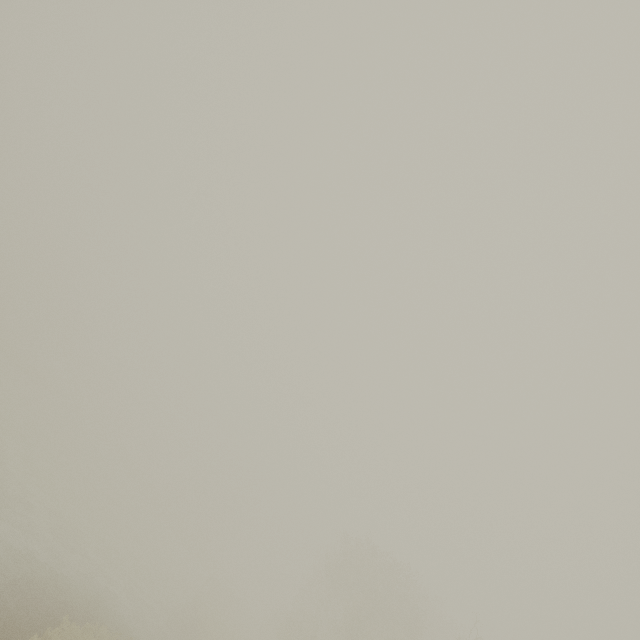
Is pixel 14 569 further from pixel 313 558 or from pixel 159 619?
pixel 313 558
